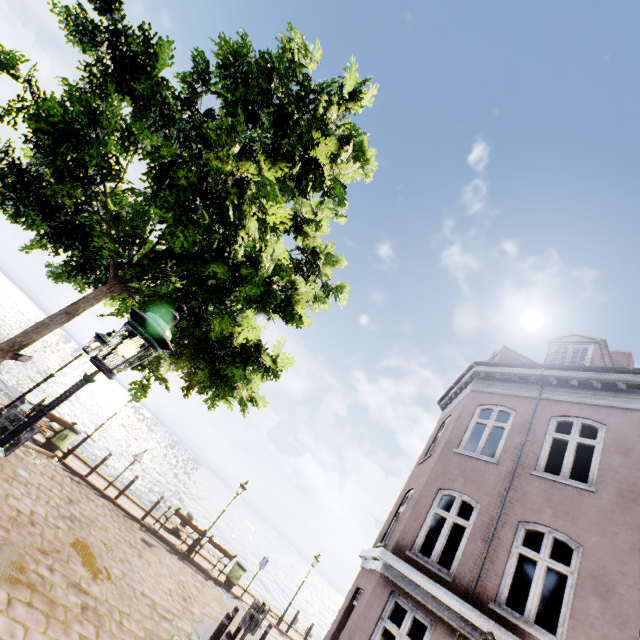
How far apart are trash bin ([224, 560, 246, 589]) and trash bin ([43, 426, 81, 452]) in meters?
9.9 m

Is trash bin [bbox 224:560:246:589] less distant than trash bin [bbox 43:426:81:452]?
No

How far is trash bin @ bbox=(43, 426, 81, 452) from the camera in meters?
11.6 m

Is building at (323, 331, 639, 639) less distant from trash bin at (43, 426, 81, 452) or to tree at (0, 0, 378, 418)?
tree at (0, 0, 378, 418)

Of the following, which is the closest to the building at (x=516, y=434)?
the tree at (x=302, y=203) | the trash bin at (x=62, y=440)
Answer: the tree at (x=302, y=203)

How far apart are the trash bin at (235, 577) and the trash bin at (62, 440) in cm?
988

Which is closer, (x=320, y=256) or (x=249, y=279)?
(x=249, y=279)

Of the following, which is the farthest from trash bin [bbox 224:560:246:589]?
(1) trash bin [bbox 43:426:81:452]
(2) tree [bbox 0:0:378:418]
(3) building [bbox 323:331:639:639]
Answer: (2) tree [bbox 0:0:378:418]
